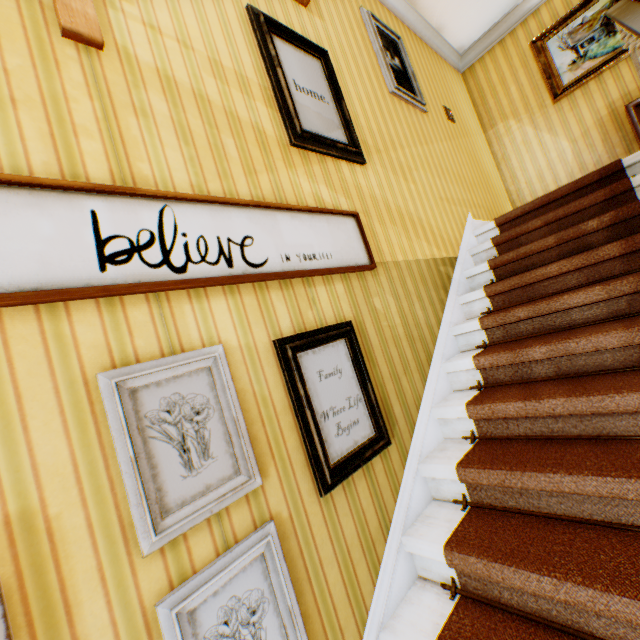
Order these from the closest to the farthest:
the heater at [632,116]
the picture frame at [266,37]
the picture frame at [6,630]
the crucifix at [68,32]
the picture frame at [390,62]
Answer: the picture frame at [6,630] < the crucifix at [68,32] < the picture frame at [266,37] < the picture frame at [390,62] < the heater at [632,116]

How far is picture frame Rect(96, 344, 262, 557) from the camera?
1.0m

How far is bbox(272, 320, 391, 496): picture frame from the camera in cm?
151

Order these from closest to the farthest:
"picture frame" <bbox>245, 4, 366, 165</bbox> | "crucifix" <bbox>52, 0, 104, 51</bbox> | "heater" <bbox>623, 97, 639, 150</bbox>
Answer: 1. "crucifix" <bbox>52, 0, 104, 51</bbox>
2. "picture frame" <bbox>245, 4, 366, 165</bbox>
3. "heater" <bbox>623, 97, 639, 150</bbox>

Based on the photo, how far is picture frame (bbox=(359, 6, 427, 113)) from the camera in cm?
331

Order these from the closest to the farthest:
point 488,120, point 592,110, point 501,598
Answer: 1. point 501,598
2. point 592,110
3. point 488,120

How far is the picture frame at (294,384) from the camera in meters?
1.5 m

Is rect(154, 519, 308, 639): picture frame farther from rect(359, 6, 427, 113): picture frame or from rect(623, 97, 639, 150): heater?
rect(623, 97, 639, 150): heater
